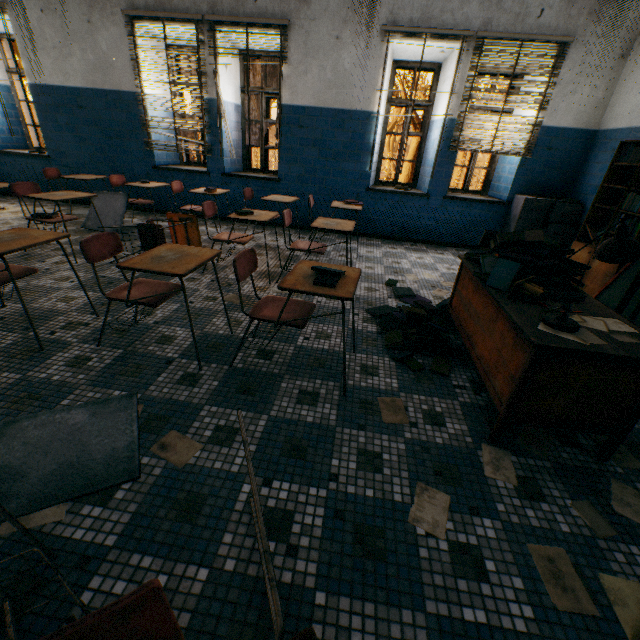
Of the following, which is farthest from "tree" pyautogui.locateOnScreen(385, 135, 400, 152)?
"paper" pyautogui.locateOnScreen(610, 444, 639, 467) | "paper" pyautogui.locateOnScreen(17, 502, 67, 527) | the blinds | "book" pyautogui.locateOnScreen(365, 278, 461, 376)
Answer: "paper" pyautogui.locateOnScreen(17, 502, 67, 527)

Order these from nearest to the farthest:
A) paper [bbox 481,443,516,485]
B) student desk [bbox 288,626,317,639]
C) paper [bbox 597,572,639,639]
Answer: student desk [bbox 288,626,317,639] < paper [bbox 597,572,639,639] < paper [bbox 481,443,516,485]

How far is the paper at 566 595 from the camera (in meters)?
→ 1.20

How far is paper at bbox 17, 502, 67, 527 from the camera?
1.3 meters

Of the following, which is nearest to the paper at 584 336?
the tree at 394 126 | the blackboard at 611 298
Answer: the blackboard at 611 298

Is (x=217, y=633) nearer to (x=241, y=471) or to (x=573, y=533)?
(x=241, y=471)

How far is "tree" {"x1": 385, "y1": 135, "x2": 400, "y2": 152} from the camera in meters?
38.1 m

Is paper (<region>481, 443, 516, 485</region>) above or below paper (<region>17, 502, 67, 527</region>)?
above
